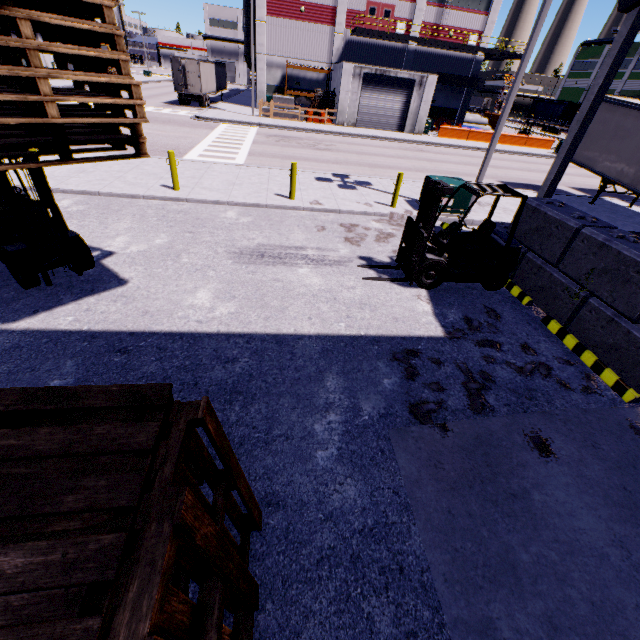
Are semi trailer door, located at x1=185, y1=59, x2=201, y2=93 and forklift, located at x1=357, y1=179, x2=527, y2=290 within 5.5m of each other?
no

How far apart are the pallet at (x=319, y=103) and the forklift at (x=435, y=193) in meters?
30.7

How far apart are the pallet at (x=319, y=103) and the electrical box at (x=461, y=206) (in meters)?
25.30

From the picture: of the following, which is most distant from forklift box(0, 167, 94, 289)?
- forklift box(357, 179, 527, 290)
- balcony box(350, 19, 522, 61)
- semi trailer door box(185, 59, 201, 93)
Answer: balcony box(350, 19, 522, 61)

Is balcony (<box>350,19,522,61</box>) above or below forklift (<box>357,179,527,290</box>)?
above

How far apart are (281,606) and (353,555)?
0.77m

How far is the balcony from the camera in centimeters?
3122cm

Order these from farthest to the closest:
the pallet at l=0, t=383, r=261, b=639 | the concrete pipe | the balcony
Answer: the concrete pipe
the balcony
the pallet at l=0, t=383, r=261, b=639
